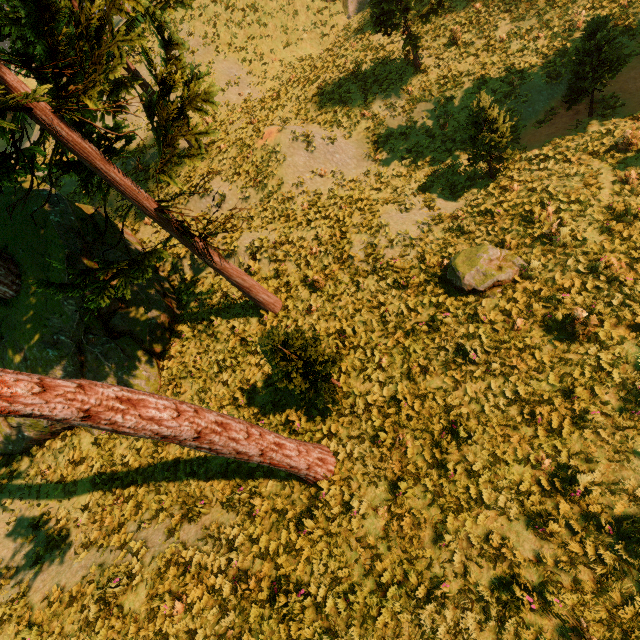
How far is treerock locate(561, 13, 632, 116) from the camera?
11.2m

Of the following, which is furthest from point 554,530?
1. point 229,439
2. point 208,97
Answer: point 208,97

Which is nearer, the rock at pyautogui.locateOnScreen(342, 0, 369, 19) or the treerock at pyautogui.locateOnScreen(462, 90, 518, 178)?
the treerock at pyautogui.locateOnScreen(462, 90, 518, 178)

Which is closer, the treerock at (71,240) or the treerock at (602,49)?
the treerock at (71,240)

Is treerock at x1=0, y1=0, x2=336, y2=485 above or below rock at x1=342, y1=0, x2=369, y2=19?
above

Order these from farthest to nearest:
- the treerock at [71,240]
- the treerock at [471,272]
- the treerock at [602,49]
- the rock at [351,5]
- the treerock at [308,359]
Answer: the rock at [351,5] < the treerock at [602,49] < the treerock at [471,272] < the treerock at [308,359] < the treerock at [71,240]
